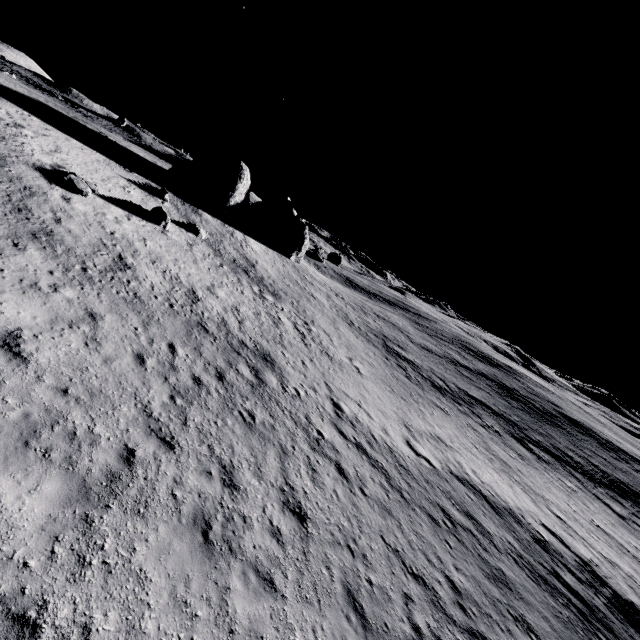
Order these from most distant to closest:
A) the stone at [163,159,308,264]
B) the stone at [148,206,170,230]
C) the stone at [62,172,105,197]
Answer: the stone at [163,159,308,264] < the stone at [148,206,170,230] < the stone at [62,172,105,197]

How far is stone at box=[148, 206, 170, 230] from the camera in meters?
22.7

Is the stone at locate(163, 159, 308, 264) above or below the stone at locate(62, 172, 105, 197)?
above

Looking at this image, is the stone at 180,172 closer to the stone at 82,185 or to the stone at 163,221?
the stone at 163,221

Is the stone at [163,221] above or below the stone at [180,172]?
below

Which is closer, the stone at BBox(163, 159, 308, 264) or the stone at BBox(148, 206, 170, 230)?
the stone at BBox(148, 206, 170, 230)

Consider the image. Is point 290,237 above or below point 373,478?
above

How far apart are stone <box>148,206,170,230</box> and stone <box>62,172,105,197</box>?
3.6 meters
